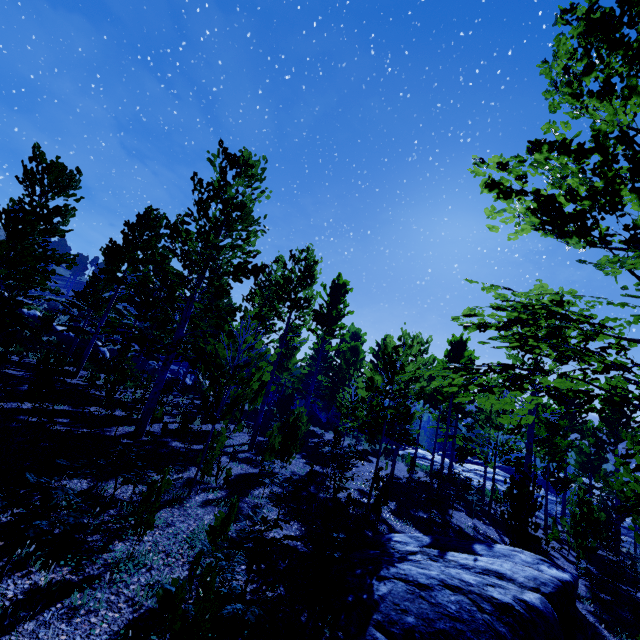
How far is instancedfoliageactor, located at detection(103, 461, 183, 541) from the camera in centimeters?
434cm

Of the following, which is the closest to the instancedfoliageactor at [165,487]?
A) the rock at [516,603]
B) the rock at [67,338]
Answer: the rock at [516,603]

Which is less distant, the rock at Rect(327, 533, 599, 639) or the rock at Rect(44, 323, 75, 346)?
the rock at Rect(327, 533, 599, 639)

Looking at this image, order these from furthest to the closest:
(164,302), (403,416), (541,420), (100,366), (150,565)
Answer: (100,366) < (164,302) < (541,420) < (403,416) < (150,565)

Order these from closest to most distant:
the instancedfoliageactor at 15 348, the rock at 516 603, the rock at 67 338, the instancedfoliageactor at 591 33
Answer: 1. the instancedfoliageactor at 591 33
2. the rock at 516 603
3. the instancedfoliageactor at 15 348
4. the rock at 67 338

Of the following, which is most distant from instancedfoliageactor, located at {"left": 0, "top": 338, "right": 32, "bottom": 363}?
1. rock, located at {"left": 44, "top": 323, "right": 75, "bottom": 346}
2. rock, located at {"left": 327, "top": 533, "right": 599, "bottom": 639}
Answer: Answer: rock, located at {"left": 44, "top": 323, "right": 75, "bottom": 346}

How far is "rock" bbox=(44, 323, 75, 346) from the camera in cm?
2964
